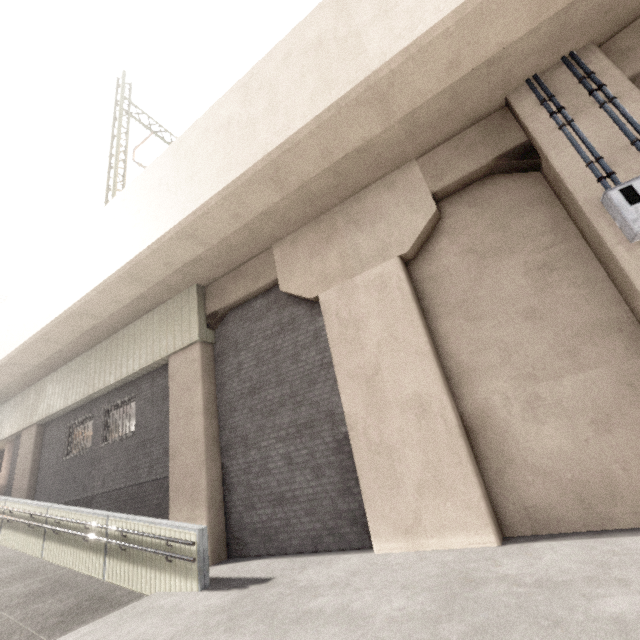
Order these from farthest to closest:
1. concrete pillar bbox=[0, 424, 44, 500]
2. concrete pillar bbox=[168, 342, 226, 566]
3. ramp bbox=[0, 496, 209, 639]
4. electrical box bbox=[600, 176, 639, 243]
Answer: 1. concrete pillar bbox=[0, 424, 44, 500]
2. concrete pillar bbox=[168, 342, 226, 566]
3. ramp bbox=[0, 496, 209, 639]
4. electrical box bbox=[600, 176, 639, 243]

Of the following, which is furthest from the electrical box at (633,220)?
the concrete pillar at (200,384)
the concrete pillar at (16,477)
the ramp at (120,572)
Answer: the concrete pillar at (16,477)

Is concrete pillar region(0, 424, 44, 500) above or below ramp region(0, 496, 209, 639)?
above

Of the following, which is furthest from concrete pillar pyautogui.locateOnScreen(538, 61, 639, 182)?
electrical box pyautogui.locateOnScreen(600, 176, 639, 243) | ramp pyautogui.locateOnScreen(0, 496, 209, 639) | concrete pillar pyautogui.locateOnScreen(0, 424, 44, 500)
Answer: concrete pillar pyautogui.locateOnScreen(0, 424, 44, 500)

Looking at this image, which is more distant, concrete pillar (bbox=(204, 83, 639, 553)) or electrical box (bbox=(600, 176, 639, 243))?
concrete pillar (bbox=(204, 83, 639, 553))

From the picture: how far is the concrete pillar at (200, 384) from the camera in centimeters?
734cm

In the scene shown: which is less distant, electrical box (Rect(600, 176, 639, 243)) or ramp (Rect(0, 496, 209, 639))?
electrical box (Rect(600, 176, 639, 243))

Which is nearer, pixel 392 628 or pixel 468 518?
pixel 392 628
